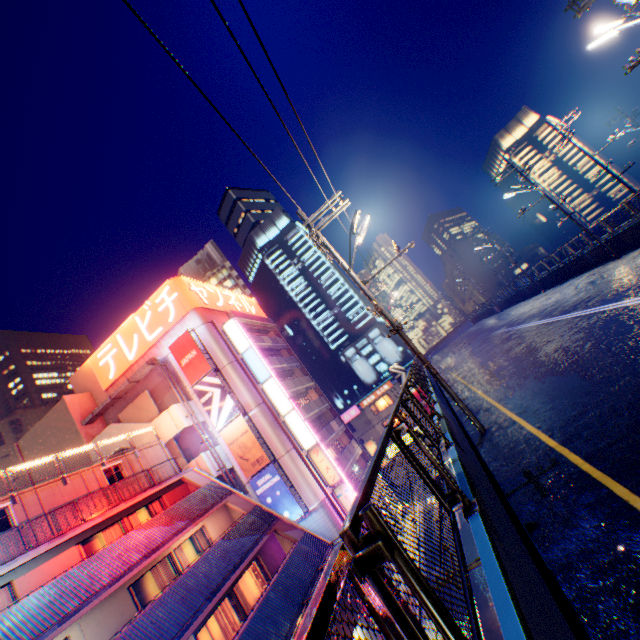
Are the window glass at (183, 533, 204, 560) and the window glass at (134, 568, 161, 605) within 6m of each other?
yes

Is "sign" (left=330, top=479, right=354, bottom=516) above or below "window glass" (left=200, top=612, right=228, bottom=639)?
below

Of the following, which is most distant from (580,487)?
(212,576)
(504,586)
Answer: (212,576)

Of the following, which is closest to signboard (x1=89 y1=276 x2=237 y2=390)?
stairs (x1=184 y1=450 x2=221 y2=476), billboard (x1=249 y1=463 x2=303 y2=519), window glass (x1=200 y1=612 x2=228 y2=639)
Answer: stairs (x1=184 y1=450 x2=221 y2=476)

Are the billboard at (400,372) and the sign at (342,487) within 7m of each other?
no

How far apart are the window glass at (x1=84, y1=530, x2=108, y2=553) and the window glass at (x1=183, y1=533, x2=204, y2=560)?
4.11m

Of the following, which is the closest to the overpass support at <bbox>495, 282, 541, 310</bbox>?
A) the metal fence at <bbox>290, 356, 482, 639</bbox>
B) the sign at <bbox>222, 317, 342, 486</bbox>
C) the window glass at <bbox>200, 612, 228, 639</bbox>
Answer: the metal fence at <bbox>290, 356, 482, 639</bbox>

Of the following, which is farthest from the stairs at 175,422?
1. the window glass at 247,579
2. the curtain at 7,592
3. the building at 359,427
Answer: the building at 359,427
